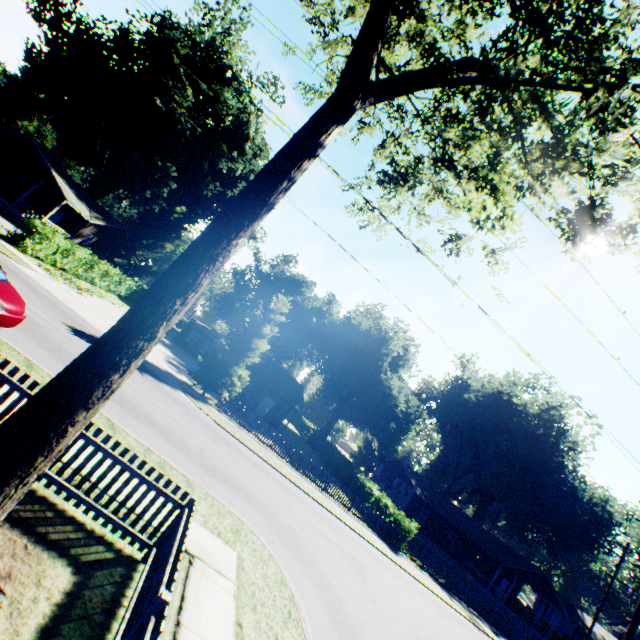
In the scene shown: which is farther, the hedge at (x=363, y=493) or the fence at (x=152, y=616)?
the hedge at (x=363, y=493)

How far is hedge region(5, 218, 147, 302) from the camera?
19.94m

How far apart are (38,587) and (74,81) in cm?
3995

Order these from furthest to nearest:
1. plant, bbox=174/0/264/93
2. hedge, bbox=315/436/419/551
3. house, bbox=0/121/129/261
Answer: plant, bbox=174/0/264/93, house, bbox=0/121/129/261, hedge, bbox=315/436/419/551

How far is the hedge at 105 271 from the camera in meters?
19.9 m

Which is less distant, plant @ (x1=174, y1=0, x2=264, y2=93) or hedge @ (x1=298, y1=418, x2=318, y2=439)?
plant @ (x1=174, y1=0, x2=264, y2=93)

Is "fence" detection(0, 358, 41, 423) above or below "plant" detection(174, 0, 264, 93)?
below

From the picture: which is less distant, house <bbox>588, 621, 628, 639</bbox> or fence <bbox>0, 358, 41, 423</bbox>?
fence <bbox>0, 358, 41, 423</bbox>
